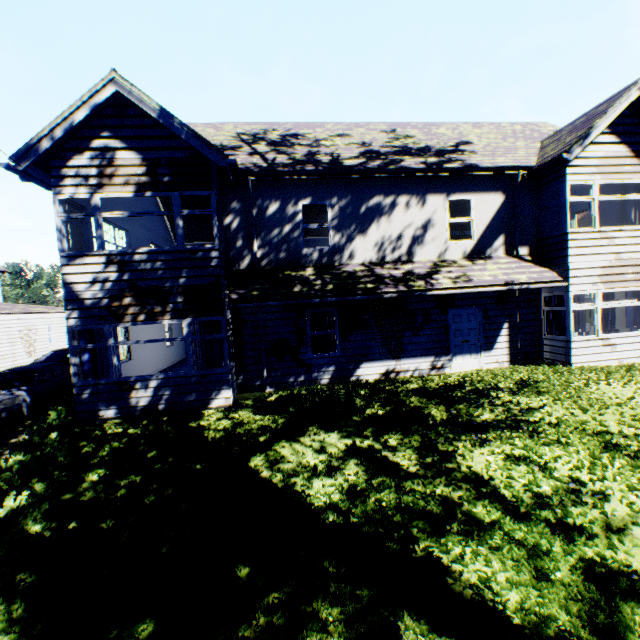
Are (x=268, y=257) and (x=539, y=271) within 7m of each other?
no

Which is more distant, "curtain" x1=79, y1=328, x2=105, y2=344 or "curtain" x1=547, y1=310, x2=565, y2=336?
"curtain" x1=547, y1=310, x2=565, y2=336

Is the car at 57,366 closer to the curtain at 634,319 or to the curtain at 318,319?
the curtain at 318,319

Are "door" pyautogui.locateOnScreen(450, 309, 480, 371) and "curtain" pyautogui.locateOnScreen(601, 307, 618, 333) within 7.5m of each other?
yes

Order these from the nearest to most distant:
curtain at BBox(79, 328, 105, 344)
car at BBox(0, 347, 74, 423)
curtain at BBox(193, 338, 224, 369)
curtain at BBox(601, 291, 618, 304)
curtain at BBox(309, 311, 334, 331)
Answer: curtain at BBox(79, 328, 105, 344) < curtain at BBox(193, 338, 224, 369) < car at BBox(0, 347, 74, 423) < curtain at BBox(309, 311, 334, 331) < curtain at BBox(601, 291, 618, 304)

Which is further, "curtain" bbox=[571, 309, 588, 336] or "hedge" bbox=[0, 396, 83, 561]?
"curtain" bbox=[571, 309, 588, 336]

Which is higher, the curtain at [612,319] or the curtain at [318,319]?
the curtain at [318,319]

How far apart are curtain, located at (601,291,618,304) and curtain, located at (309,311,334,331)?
11.55m
